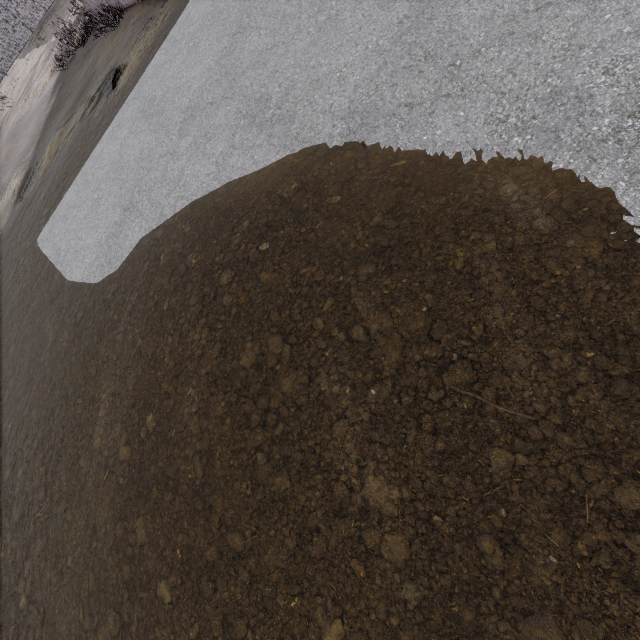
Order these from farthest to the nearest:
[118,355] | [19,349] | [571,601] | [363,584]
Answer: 1. [19,349]
2. [118,355]
3. [363,584]
4. [571,601]
